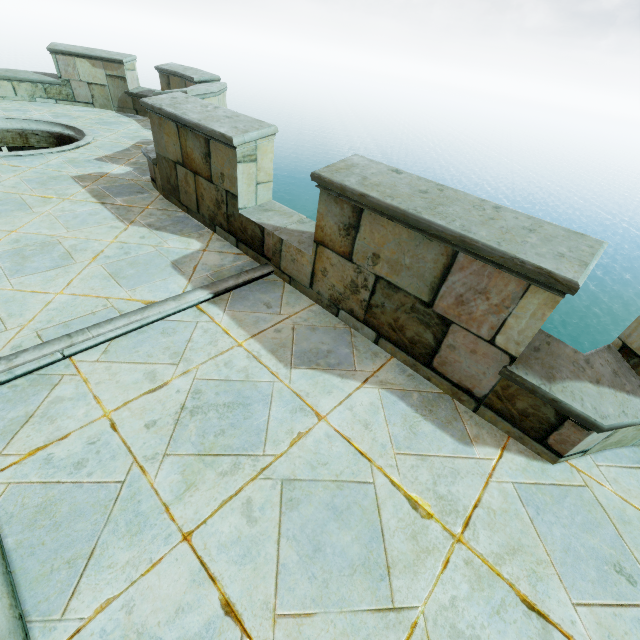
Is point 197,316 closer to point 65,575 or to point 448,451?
point 65,575
